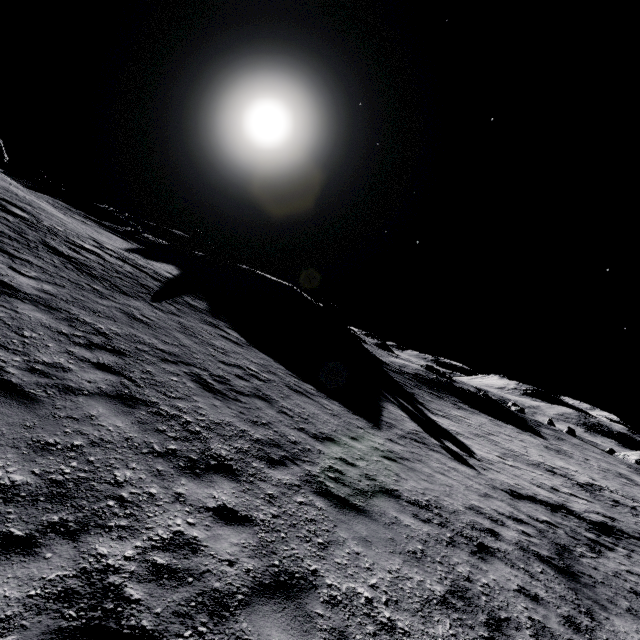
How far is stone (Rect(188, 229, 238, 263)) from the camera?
40.6m

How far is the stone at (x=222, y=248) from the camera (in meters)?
40.59

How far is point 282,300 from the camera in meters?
32.8 m
